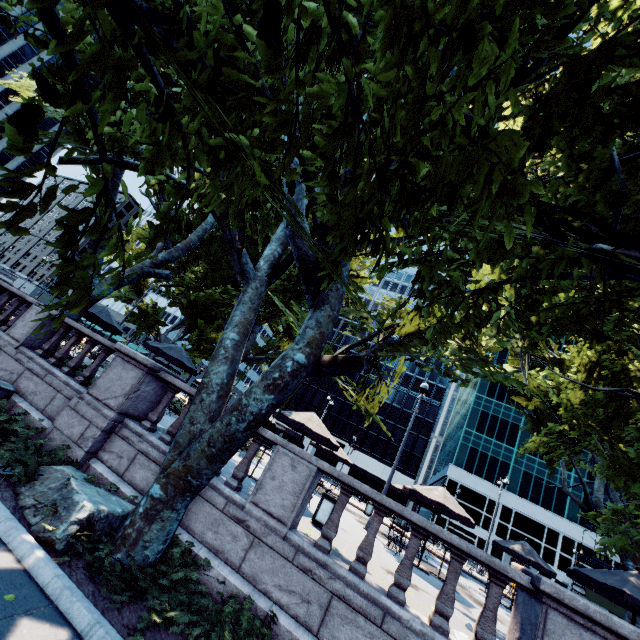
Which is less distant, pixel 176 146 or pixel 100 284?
pixel 176 146

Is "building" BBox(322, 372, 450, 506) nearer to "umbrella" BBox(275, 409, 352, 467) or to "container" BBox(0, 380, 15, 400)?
"umbrella" BBox(275, 409, 352, 467)

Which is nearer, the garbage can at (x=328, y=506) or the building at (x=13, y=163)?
the garbage can at (x=328, y=506)

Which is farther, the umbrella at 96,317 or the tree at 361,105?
the umbrella at 96,317

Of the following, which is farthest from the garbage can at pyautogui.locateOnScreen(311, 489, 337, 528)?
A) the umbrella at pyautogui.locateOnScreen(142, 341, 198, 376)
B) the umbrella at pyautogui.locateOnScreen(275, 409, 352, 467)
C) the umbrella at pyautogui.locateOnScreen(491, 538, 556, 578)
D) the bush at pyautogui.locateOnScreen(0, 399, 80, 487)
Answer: the umbrella at pyautogui.locateOnScreen(491, 538, 556, 578)

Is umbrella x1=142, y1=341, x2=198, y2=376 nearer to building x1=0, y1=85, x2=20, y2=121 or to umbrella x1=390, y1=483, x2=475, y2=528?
umbrella x1=390, y1=483, x2=475, y2=528

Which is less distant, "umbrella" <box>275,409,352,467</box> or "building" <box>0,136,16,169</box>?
"umbrella" <box>275,409,352,467</box>

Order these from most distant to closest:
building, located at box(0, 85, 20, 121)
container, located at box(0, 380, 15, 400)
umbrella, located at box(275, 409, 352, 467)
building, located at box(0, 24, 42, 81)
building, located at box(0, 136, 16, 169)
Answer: building, located at box(0, 136, 16, 169)
building, located at box(0, 85, 20, 121)
building, located at box(0, 24, 42, 81)
umbrella, located at box(275, 409, 352, 467)
container, located at box(0, 380, 15, 400)
